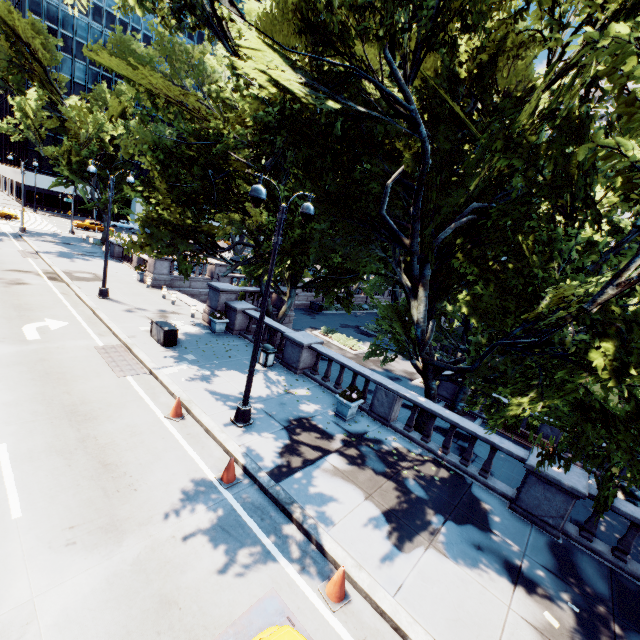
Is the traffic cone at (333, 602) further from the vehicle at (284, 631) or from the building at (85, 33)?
the building at (85, 33)

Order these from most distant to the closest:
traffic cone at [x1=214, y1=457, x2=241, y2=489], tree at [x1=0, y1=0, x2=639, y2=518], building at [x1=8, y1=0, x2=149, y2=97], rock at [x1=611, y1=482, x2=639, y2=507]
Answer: building at [x1=8, y1=0, x2=149, y2=97]
rock at [x1=611, y1=482, x2=639, y2=507]
traffic cone at [x1=214, y1=457, x2=241, y2=489]
tree at [x1=0, y1=0, x2=639, y2=518]

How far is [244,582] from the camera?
6.05m

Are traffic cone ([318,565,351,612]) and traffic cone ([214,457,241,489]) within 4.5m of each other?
yes

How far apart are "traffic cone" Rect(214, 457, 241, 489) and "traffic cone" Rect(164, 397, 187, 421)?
2.60m

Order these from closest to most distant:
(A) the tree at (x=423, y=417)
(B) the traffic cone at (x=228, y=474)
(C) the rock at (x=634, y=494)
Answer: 1. (B) the traffic cone at (x=228, y=474)
2. (A) the tree at (x=423, y=417)
3. (C) the rock at (x=634, y=494)

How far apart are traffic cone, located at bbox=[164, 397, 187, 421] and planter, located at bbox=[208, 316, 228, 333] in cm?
744

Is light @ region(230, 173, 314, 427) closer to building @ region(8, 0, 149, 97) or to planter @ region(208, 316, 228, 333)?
planter @ region(208, 316, 228, 333)
